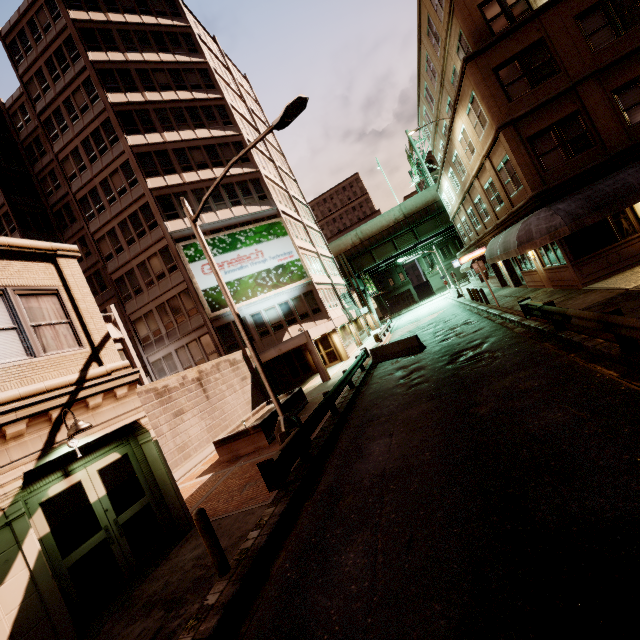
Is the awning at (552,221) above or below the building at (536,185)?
below

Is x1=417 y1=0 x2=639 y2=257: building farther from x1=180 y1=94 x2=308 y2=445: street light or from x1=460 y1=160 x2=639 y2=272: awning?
x1=180 y1=94 x2=308 y2=445: street light

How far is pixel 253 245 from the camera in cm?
2670

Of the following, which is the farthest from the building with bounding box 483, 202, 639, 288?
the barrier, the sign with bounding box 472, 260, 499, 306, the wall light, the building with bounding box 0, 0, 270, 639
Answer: the wall light

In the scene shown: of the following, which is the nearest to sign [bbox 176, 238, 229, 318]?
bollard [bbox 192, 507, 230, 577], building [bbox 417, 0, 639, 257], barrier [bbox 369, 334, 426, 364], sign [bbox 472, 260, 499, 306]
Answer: barrier [bbox 369, 334, 426, 364]

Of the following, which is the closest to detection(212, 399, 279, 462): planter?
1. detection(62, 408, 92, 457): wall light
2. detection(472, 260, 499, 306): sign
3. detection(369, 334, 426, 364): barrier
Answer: detection(369, 334, 426, 364): barrier

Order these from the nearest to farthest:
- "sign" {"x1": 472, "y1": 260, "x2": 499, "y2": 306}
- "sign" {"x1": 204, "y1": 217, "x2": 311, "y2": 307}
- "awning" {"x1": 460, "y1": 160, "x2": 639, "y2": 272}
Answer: "awning" {"x1": 460, "y1": 160, "x2": 639, "y2": 272}
"sign" {"x1": 472, "y1": 260, "x2": 499, "y2": 306}
"sign" {"x1": 204, "y1": 217, "x2": 311, "y2": 307}

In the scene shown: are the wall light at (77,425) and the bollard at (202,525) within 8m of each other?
yes
